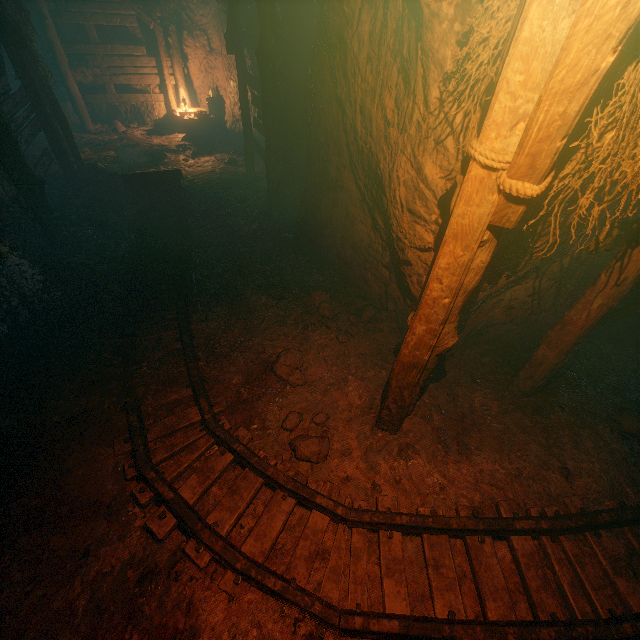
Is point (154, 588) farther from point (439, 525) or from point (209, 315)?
point (209, 315)

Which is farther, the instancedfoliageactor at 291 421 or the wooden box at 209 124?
the wooden box at 209 124

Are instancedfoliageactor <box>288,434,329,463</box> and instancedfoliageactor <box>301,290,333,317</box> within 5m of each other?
yes

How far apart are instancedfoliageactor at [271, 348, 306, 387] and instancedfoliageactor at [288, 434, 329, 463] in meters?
0.3 m

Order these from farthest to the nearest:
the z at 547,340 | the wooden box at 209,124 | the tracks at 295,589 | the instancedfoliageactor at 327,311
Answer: the wooden box at 209,124
the instancedfoliageactor at 327,311
the tracks at 295,589
the z at 547,340

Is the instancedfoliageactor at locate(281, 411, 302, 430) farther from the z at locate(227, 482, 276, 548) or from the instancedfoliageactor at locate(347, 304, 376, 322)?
the instancedfoliageactor at locate(347, 304, 376, 322)

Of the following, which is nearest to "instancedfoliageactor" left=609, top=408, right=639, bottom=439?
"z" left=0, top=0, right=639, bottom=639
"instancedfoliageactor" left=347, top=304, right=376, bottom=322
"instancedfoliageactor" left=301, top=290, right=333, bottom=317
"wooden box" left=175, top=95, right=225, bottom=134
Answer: "z" left=0, top=0, right=639, bottom=639

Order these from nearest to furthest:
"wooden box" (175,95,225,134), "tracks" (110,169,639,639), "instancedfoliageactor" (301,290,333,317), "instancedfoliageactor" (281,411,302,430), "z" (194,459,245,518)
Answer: "tracks" (110,169,639,639) → "z" (194,459,245,518) → "instancedfoliageactor" (281,411,302,430) → "instancedfoliageactor" (301,290,333,317) → "wooden box" (175,95,225,134)
